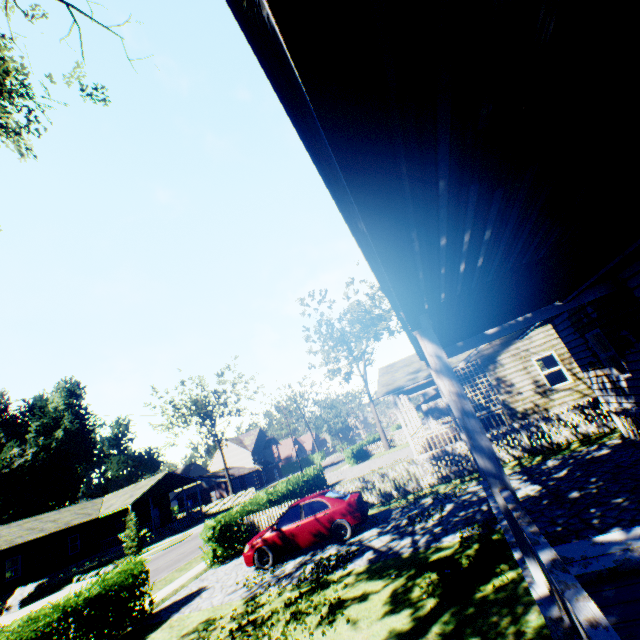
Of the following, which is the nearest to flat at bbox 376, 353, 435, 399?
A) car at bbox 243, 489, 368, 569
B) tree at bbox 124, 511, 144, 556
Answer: car at bbox 243, 489, 368, 569

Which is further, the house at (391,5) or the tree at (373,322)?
the tree at (373,322)

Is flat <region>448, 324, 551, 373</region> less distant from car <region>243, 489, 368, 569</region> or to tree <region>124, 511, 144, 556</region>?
car <region>243, 489, 368, 569</region>

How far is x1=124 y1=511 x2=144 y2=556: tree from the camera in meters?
28.4 m

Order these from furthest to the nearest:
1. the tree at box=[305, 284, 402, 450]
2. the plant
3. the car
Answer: the plant, the tree at box=[305, 284, 402, 450], the car

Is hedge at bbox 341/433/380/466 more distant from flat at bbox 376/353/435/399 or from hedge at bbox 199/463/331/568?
flat at bbox 376/353/435/399

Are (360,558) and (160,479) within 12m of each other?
no

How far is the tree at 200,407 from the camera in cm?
4650
